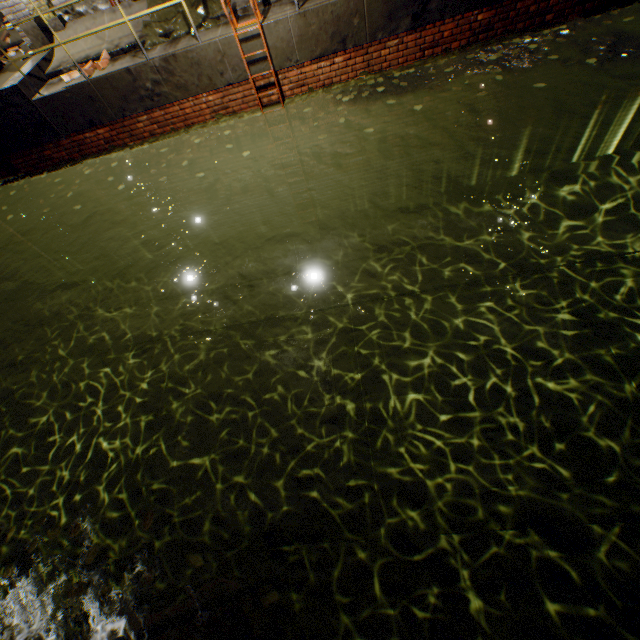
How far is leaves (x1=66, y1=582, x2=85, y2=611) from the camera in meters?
2.6 m

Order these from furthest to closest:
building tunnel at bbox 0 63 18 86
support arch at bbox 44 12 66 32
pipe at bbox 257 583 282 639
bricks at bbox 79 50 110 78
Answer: building tunnel at bbox 0 63 18 86 → support arch at bbox 44 12 66 32 → bricks at bbox 79 50 110 78 → pipe at bbox 257 583 282 639

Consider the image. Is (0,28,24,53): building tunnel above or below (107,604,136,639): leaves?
above

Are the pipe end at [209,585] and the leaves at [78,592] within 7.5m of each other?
yes

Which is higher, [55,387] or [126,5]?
[126,5]

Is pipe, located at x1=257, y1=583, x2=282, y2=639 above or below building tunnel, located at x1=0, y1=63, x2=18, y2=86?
below

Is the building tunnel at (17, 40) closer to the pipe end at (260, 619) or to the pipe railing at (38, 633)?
the pipe railing at (38, 633)

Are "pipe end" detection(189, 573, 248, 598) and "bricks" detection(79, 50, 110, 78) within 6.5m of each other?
no
